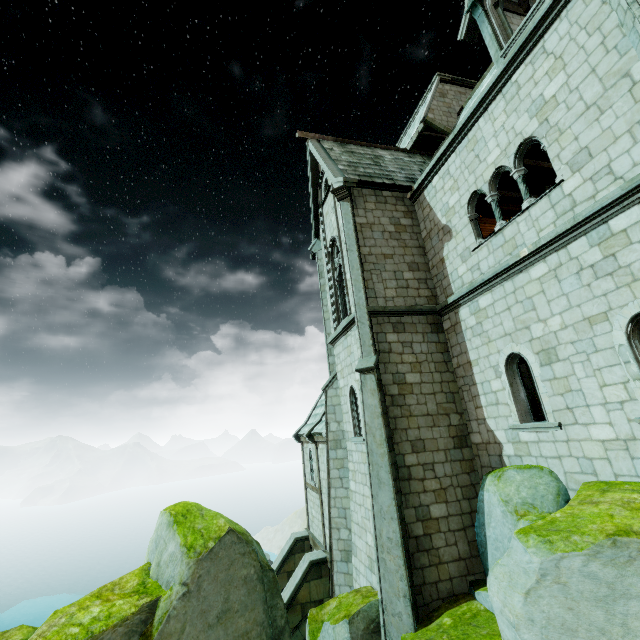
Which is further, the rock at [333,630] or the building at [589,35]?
the rock at [333,630]

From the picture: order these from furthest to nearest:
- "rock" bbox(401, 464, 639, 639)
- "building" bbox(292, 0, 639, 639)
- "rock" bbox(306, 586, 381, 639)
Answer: "rock" bbox(306, 586, 381, 639), "building" bbox(292, 0, 639, 639), "rock" bbox(401, 464, 639, 639)

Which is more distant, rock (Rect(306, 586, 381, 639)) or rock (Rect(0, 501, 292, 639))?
rock (Rect(306, 586, 381, 639))

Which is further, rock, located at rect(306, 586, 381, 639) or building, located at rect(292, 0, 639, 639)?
rock, located at rect(306, 586, 381, 639)

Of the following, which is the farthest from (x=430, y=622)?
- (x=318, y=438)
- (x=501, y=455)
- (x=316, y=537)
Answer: (x=316, y=537)
